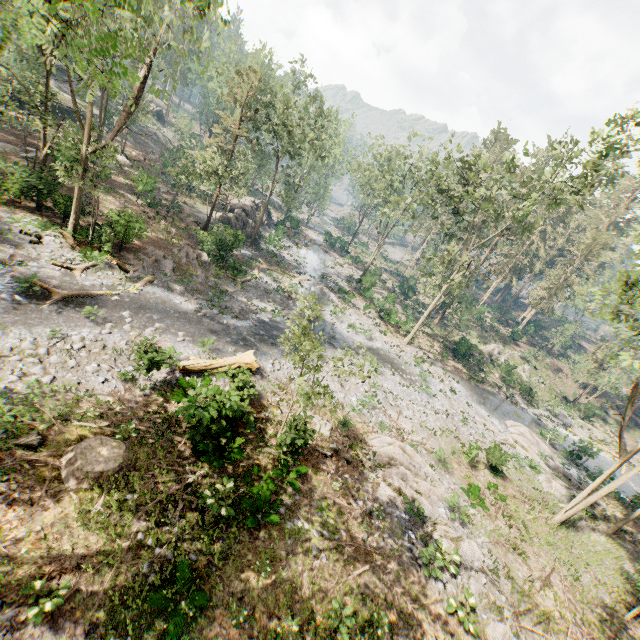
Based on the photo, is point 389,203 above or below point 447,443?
above

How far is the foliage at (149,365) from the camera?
13.3m

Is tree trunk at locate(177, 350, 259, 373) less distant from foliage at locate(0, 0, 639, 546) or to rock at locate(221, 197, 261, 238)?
foliage at locate(0, 0, 639, 546)

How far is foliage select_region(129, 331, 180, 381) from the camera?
13.3 meters

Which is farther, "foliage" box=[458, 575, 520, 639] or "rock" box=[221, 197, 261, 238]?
"rock" box=[221, 197, 261, 238]

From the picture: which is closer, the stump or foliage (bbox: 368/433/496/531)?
the stump

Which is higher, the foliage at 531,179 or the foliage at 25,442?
the foliage at 531,179
